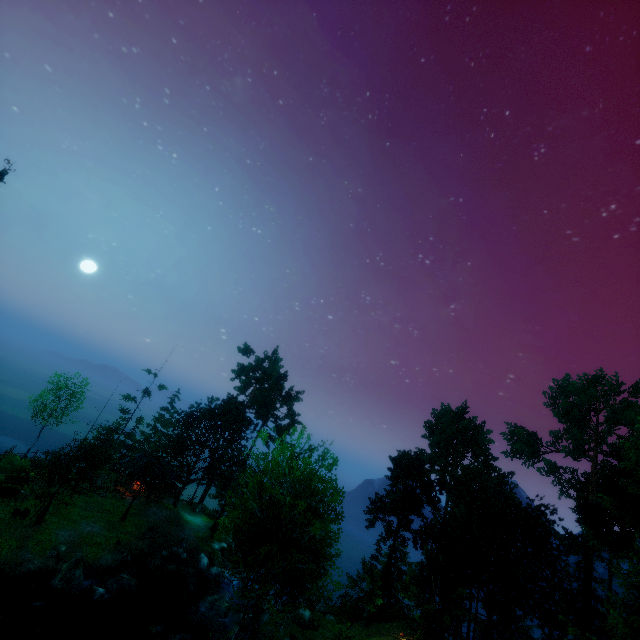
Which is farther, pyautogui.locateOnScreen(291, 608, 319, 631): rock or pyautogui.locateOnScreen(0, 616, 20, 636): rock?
pyautogui.locateOnScreen(291, 608, 319, 631): rock

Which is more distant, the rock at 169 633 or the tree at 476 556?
the rock at 169 633

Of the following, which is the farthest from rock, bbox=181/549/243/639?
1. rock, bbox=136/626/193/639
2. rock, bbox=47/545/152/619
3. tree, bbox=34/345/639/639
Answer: rock, bbox=47/545/152/619

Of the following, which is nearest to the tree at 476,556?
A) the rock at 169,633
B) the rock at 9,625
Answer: the rock at 9,625

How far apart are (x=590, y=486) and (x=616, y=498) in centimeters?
468cm

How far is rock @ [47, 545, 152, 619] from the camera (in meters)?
22.45

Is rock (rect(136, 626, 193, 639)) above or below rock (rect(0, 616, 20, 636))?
above

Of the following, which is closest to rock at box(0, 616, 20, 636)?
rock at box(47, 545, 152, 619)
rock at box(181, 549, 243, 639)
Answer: rock at box(47, 545, 152, 619)
